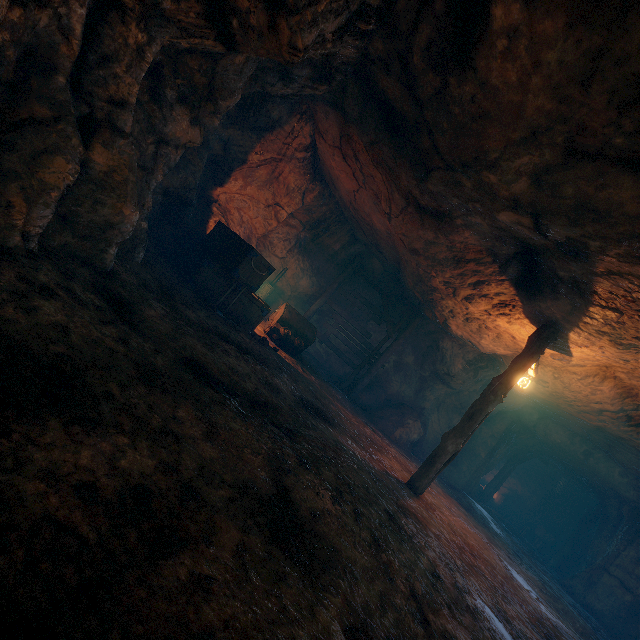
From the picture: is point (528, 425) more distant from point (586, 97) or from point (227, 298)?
point (586, 97)

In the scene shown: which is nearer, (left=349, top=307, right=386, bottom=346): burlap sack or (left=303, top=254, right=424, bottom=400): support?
(left=303, top=254, right=424, bottom=400): support

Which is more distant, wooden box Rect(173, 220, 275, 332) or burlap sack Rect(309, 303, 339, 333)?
burlap sack Rect(309, 303, 339, 333)

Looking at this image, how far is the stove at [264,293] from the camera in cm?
1224

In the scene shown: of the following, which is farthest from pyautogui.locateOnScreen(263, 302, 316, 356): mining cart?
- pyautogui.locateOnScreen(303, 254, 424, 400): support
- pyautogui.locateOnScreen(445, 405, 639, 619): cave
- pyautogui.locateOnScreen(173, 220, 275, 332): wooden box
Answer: pyautogui.locateOnScreen(445, 405, 639, 619): cave

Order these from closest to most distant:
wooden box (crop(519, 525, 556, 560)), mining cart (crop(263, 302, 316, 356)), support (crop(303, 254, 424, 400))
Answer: mining cart (crop(263, 302, 316, 356)) → support (crop(303, 254, 424, 400)) → wooden box (crop(519, 525, 556, 560))

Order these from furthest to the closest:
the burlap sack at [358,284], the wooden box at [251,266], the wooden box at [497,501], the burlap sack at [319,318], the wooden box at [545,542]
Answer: the wooden box at [497,501], the wooden box at [545,542], the burlap sack at [319,318], the burlap sack at [358,284], the wooden box at [251,266]

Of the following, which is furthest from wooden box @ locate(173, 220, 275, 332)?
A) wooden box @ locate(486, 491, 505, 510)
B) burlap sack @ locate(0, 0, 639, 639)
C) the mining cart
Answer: wooden box @ locate(486, 491, 505, 510)
